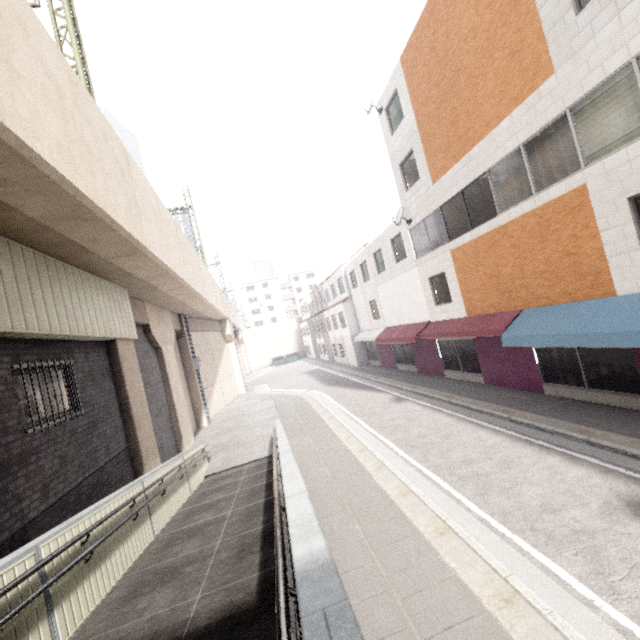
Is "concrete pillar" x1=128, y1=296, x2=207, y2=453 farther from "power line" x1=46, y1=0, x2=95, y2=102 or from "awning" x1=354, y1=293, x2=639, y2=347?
"awning" x1=354, y1=293, x2=639, y2=347

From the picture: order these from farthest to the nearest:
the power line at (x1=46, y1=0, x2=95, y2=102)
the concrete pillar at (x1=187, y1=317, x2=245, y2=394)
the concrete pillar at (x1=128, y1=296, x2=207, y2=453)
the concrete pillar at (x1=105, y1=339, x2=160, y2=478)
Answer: the concrete pillar at (x1=187, y1=317, x2=245, y2=394) → the concrete pillar at (x1=128, y1=296, x2=207, y2=453) → the concrete pillar at (x1=105, y1=339, x2=160, y2=478) → the power line at (x1=46, y1=0, x2=95, y2=102)

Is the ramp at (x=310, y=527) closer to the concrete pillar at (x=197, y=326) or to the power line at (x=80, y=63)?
the concrete pillar at (x=197, y=326)

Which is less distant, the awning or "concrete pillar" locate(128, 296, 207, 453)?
the awning

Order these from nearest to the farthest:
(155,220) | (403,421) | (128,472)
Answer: (128,472), (155,220), (403,421)

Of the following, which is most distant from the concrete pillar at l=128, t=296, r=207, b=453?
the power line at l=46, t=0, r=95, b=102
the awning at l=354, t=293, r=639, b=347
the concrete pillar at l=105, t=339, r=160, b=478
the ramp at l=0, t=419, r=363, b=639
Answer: the awning at l=354, t=293, r=639, b=347

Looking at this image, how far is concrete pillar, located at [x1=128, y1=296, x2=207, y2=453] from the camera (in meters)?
13.83

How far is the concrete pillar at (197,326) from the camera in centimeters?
2280cm
